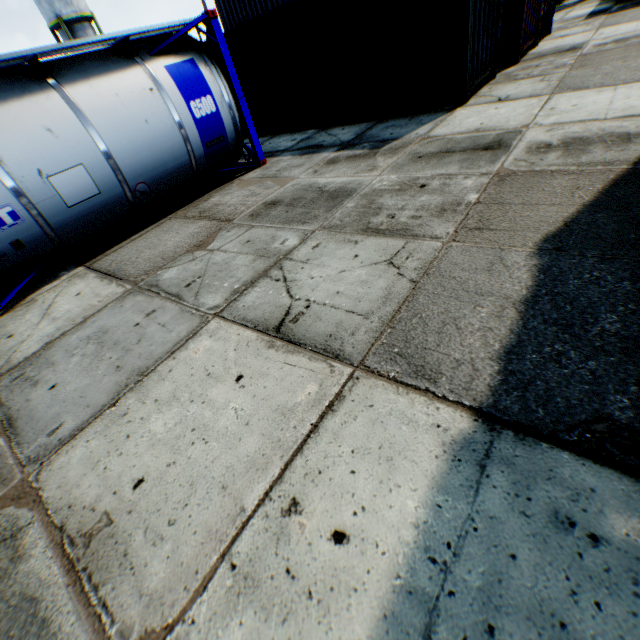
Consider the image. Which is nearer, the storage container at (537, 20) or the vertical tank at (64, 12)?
the storage container at (537, 20)

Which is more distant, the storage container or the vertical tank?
the vertical tank

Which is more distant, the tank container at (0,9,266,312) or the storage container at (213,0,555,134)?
the storage container at (213,0,555,134)

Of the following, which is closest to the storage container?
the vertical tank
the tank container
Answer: the tank container

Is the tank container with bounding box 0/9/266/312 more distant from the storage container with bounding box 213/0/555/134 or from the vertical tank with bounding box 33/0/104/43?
the vertical tank with bounding box 33/0/104/43

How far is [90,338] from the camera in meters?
4.0

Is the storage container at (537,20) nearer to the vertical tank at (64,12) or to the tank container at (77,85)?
the tank container at (77,85)
